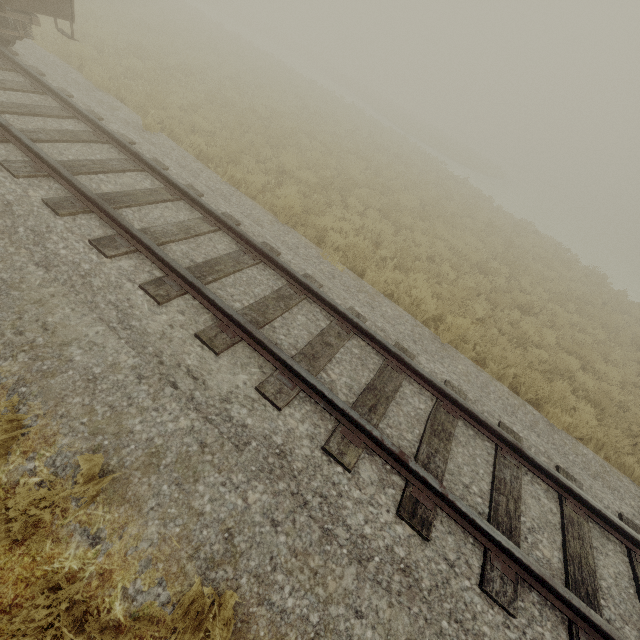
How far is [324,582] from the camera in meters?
2.8
